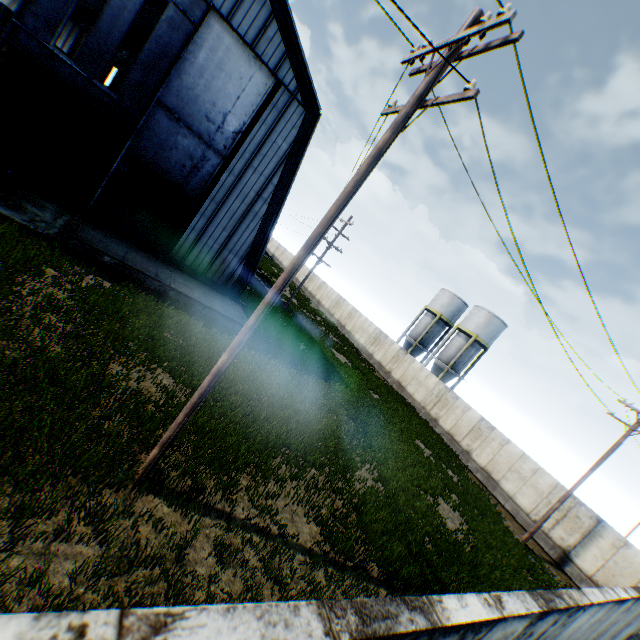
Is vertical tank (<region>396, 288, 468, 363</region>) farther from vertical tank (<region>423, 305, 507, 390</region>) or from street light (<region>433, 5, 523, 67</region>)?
street light (<region>433, 5, 523, 67</region>)

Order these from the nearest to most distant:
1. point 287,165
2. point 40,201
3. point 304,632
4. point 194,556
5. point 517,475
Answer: point 304,632 < point 194,556 < point 40,201 < point 287,165 < point 517,475

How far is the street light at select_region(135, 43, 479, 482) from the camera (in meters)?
5.01

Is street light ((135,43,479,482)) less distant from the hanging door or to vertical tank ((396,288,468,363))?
the hanging door

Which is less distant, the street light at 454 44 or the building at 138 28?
the street light at 454 44

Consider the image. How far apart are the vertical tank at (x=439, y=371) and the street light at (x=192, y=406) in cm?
3330

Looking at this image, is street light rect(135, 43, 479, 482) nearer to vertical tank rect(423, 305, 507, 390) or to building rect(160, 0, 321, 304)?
building rect(160, 0, 321, 304)

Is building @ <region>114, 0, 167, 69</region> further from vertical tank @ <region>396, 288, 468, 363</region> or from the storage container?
vertical tank @ <region>396, 288, 468, 363</region>
